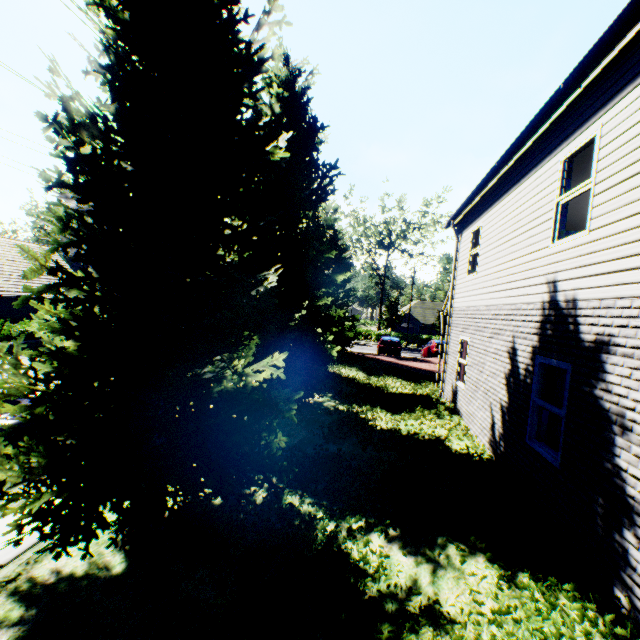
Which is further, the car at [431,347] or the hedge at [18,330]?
the car at [431,347]

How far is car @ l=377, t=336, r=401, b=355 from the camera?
25.33m

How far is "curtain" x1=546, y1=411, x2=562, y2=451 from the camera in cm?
542

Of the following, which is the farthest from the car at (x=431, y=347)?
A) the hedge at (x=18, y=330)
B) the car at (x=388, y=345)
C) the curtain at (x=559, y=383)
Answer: the hedge at (x=18, y=330)

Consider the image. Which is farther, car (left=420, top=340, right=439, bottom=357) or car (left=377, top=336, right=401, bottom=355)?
car (left=377, top=336, right=401, bottom=355)

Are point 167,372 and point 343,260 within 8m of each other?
no

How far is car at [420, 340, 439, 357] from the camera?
24.3m

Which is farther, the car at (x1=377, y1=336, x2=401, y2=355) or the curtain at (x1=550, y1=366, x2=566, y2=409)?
the car at (x1=377, y1=336, x2=401, y2=355)
